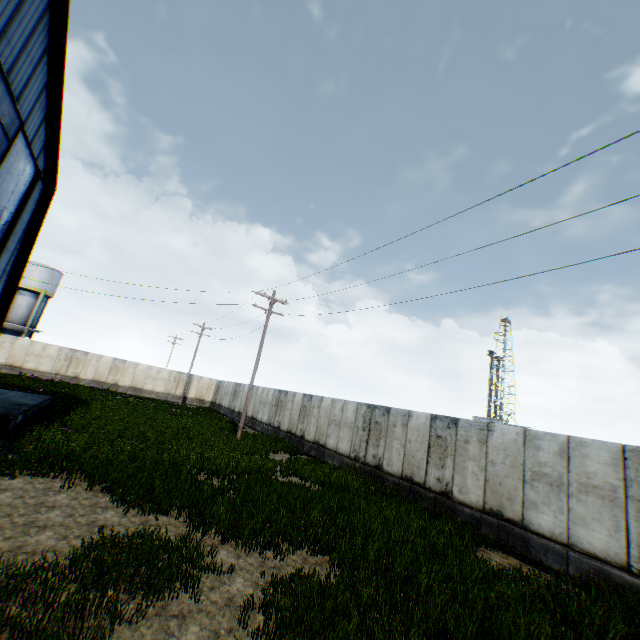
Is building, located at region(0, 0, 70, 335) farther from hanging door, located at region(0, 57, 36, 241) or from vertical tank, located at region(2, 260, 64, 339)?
vertical tank, located at region(2, 260, 64, 339)

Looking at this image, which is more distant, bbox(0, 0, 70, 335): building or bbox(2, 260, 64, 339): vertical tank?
bbox(2, 260, 64, 339): vertical tank

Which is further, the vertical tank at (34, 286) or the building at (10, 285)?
the vertical tank at (34, 286)

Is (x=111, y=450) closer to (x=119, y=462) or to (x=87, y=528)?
(x=119, y=462)

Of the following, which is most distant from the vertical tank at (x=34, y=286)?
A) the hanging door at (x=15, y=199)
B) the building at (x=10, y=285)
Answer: the hanging door at (x=15, y=199)

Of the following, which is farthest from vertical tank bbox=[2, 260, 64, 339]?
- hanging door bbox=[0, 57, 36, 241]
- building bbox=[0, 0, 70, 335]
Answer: hanging door bbox=[0, 57, 36, 241]
